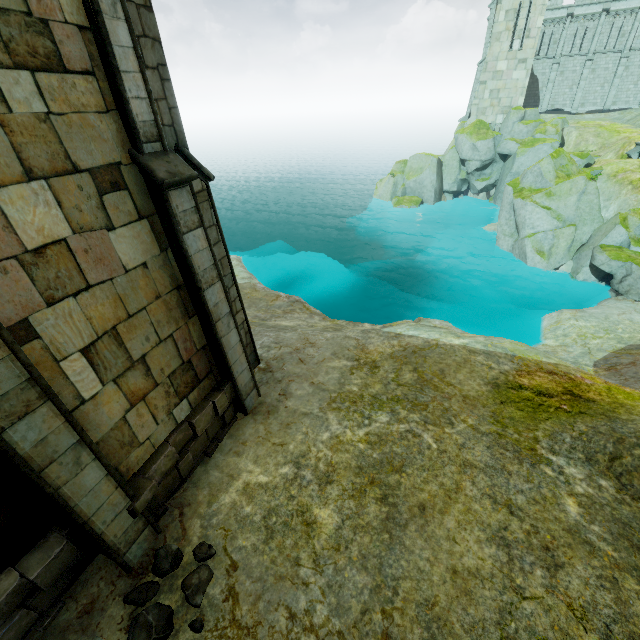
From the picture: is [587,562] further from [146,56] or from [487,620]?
[146,56]

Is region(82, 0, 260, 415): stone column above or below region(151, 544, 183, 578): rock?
above

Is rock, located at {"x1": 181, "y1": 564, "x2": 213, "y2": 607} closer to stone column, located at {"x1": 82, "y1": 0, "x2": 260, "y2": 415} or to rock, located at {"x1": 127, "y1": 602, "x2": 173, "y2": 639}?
rock, located at {"x1": 127, "y1": 602, "x2": 173, "y2": 639}

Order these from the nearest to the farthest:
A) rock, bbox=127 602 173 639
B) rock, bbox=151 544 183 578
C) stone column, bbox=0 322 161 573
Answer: stone column, bbox=0 322 161 573 < rock, bbox=127 602 173 639 < rock, bbox=151 544 183 578

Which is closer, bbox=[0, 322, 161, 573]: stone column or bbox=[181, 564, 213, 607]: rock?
bbox=[0, 322, 161, 573]: stone column

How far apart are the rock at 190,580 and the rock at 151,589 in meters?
0.4

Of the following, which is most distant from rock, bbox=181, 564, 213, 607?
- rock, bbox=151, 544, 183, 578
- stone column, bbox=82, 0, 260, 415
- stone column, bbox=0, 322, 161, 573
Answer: stone column, bbox=82, 0, 260, 415

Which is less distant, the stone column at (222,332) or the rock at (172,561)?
the stone column at (222,332)
